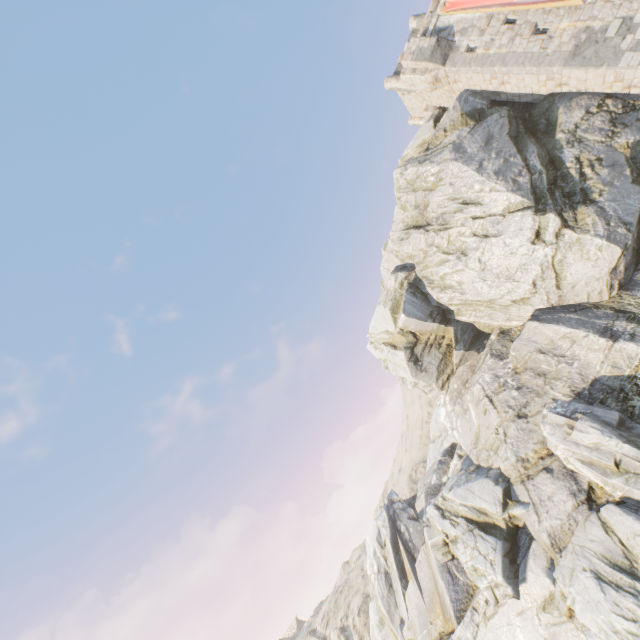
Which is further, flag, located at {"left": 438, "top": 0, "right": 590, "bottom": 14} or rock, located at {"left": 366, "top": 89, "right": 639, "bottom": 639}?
flag, located at {"left": 438, "top": 0, "right": 590, "bottom": 14}

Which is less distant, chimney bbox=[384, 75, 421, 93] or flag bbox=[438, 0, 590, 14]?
flag bbox=[438, 0, 590, 14]

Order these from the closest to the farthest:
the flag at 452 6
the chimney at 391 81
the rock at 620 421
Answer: the rock at 620 421, the flag at 452 6, the chimney at 391 81

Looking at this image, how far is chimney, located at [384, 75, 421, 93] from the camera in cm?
2670

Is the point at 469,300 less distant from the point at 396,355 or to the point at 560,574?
the point at 396,355

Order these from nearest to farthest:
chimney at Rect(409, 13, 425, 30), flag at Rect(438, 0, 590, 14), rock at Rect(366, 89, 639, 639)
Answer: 1. rock at Rect(366, 89, 639, 639)
2. flag at Rect(438, 0, 590, 14)
3. chimney at Rect(409, 13, 425, 30)

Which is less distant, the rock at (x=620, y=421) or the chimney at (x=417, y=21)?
the rock at (x=620, y=421)

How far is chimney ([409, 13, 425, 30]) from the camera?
26.0 meters
